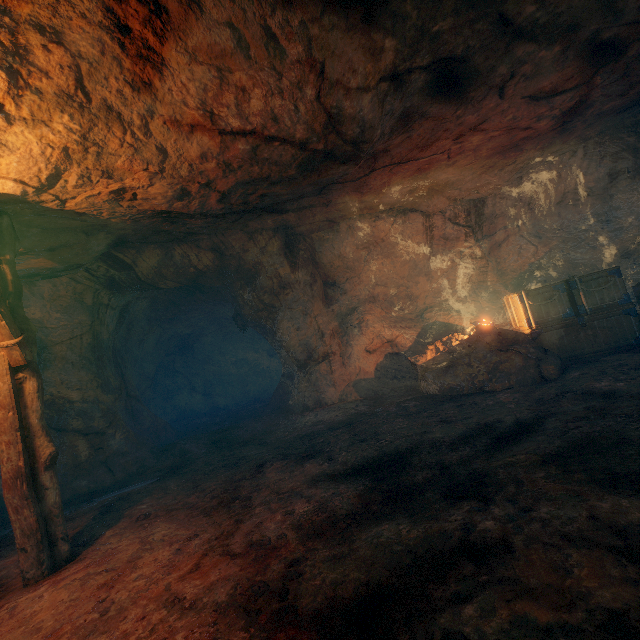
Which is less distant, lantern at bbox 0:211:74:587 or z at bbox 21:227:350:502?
lantern at bbox 0:211:74:587

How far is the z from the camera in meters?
7.4

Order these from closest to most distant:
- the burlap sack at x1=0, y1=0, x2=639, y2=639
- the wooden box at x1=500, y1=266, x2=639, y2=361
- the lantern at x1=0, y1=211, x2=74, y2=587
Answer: the burlap sack at x1=0, y1=0, x2=639, y2=639 < the lantern at x1=0, y1=211, x2=74, y2=587 < the wooden box at x1=500, y1=266, x2=639, y2=361

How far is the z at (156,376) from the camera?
7.4 meters

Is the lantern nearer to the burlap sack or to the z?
the burlap sack

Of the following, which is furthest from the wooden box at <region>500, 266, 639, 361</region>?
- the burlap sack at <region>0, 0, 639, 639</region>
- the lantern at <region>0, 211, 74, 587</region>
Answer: the lantern at <region>0, 211, 74, 587</region>

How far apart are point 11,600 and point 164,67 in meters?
5.9 m

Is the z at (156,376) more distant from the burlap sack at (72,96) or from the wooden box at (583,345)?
the wooden box at (583,345)
